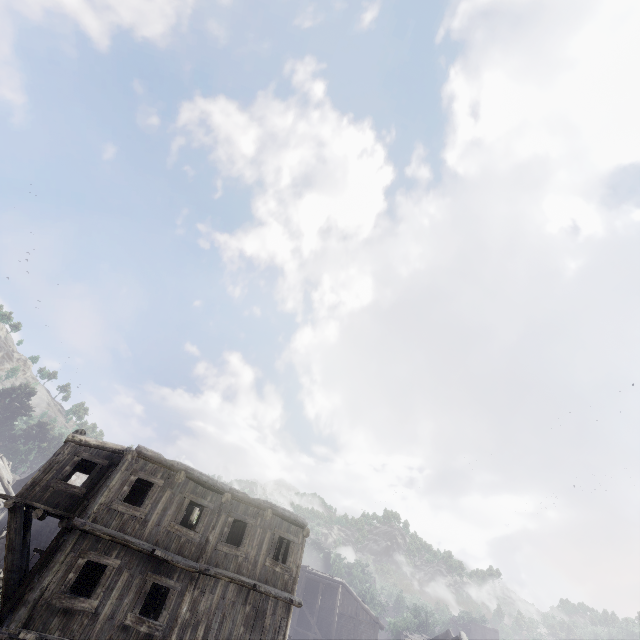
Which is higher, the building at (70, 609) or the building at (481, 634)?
the building at (481, 634)

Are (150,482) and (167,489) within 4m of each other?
yes

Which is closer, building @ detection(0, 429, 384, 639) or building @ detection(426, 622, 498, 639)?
building @ detection(0, 429, 384, 639)

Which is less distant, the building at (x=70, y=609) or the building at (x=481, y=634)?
the building at (x=70, y=609)

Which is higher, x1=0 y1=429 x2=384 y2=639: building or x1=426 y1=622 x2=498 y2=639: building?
x1=426 y1=622 x2=498 y2=639: building
